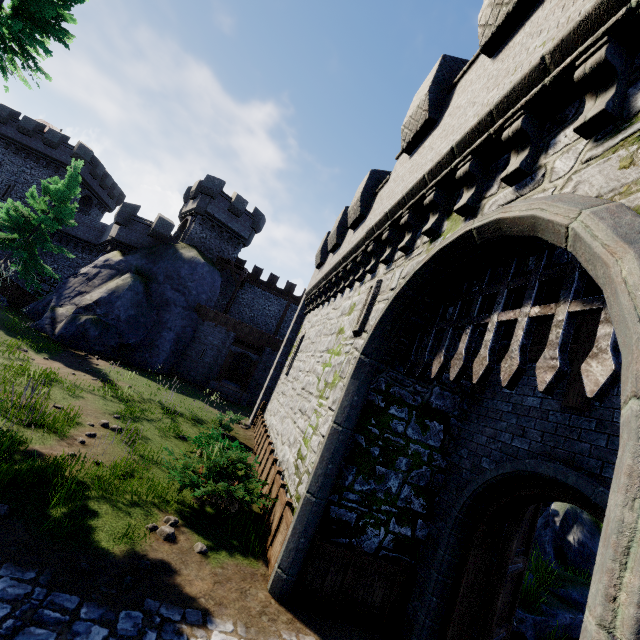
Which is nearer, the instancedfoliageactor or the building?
the instancedfoliageactor

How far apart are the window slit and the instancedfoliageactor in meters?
5.5 m

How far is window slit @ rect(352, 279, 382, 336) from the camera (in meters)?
7.74

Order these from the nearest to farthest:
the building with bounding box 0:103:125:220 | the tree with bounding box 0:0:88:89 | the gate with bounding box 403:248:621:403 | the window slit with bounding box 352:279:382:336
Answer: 1. the gate with bounding box 403:248:621:403
2. the window slit with bounding box 352:279:382:336
3. the tree with bounding box 0:0:88:89
4. the building with bounding box 0:103:125:220

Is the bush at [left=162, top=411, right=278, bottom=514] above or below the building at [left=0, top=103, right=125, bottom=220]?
below

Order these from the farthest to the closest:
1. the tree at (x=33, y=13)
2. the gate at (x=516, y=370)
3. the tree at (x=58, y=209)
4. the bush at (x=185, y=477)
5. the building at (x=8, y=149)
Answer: the building at (x=8, y=149)
the tree at (x=58, y=209)
the tree at (x=33, y=13)
the bush at (x=185, y=477)
the gate at (x=516, y=370)

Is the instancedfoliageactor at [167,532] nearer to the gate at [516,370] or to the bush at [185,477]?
the bush at [185,477]

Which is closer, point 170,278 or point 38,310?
point 38,310
